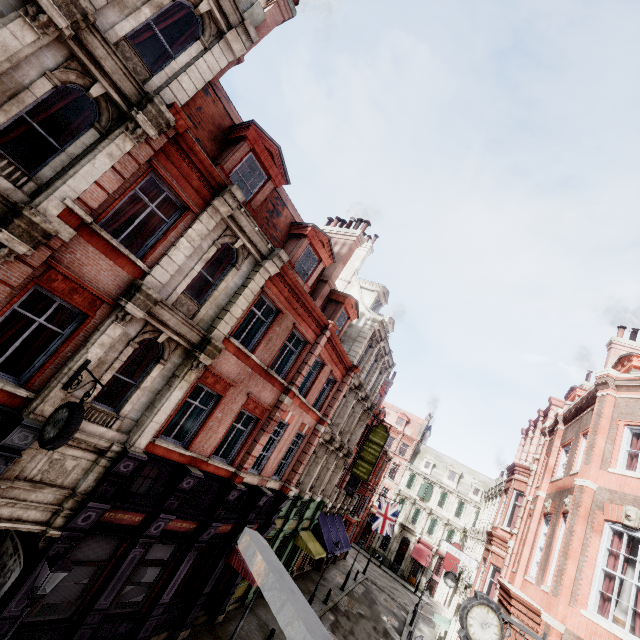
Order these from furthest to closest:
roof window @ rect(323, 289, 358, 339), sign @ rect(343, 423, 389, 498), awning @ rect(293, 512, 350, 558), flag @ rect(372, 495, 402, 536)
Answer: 1. flag @ rect(372, 495, 402, 536)
2. sign @ rect(343, 423, 389, 498)
3. awning @ rect(293, 512, 350, 558)
4. roof window @ rect(323, 289, 358, 339)

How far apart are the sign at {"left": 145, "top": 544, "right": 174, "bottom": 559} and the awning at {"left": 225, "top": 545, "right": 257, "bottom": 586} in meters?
3.2

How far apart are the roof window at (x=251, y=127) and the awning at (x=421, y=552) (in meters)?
50.36

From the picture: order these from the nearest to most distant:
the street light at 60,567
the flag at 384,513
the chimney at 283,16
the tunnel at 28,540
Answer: the street light at 60,567 → the tunnel at 28,540 → the chimney at 283,16 → the flag at 384,513

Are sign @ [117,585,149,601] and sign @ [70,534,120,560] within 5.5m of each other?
yes

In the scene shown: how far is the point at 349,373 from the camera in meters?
19.7

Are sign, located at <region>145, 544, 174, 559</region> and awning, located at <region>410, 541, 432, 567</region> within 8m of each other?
no

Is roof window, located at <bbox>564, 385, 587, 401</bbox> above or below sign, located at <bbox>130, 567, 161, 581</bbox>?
above
